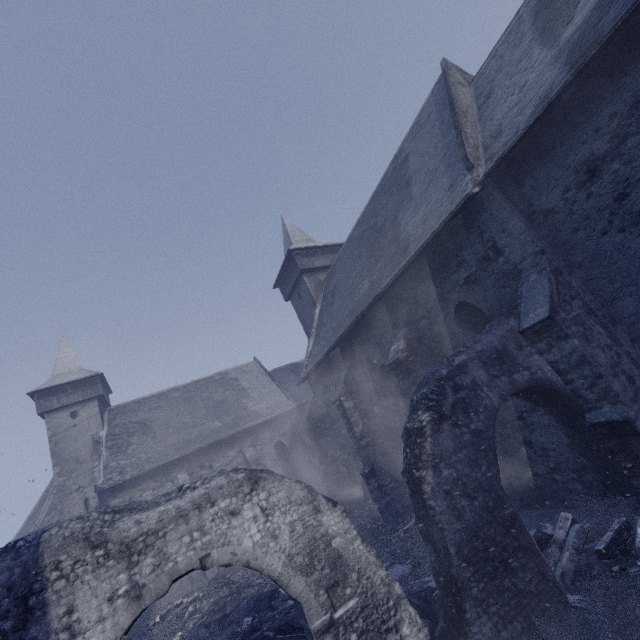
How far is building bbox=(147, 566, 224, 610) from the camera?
17.55m

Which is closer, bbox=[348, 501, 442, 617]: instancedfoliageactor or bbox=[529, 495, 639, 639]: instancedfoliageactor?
bbox=[529, 495, 639, 639]: instancedfoliageactor

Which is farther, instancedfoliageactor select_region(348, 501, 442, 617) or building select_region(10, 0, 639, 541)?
instancedfoliageactor select_region(348, 501, 442, 617)

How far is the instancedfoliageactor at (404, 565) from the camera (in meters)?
6.38

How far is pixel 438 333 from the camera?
9.52m

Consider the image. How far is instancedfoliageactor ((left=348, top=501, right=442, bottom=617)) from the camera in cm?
638

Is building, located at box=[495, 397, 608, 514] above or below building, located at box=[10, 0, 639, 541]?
below

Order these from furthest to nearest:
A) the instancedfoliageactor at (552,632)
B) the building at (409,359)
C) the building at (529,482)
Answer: the building at (529,482) < the building at (409,359) < the instancedfoliageactor at (552,632)
